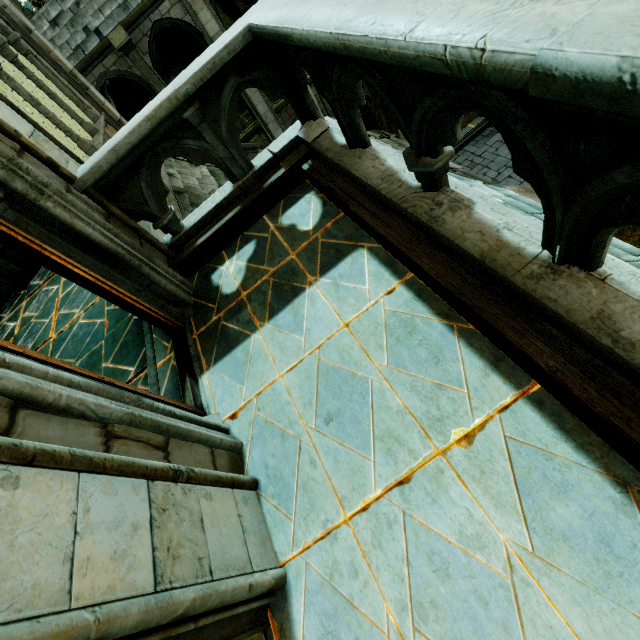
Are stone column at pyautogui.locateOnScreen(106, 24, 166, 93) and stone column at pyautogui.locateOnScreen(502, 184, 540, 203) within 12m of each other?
no

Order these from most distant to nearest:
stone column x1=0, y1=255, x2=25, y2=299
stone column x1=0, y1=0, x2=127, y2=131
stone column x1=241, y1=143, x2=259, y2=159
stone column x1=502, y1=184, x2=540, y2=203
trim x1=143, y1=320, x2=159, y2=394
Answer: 1. stone column x1=241, y1=143, x2=259, y2=159
2. stone column x1=0, y1=255, x2=25, y2=299
3. stone column x1=0, y1=0, x2=127, y2=131
4. stone column x1=502, y1=184, x2=540, y2=203
5. trim x1=143, y1=320, x2=159, y2=394

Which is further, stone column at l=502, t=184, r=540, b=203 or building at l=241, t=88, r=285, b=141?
building at l=241, t=88, r=285, b=141

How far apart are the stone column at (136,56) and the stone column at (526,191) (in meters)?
14.34

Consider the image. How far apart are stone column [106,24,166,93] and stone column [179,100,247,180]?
13.24m

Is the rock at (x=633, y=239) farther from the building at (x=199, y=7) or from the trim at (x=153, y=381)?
the building at (x=199, y=7)

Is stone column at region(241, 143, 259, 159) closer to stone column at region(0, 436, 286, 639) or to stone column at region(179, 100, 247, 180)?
stone column at region(179, 100, 247, 180)

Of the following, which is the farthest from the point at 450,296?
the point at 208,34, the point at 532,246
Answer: the point at 208,34
